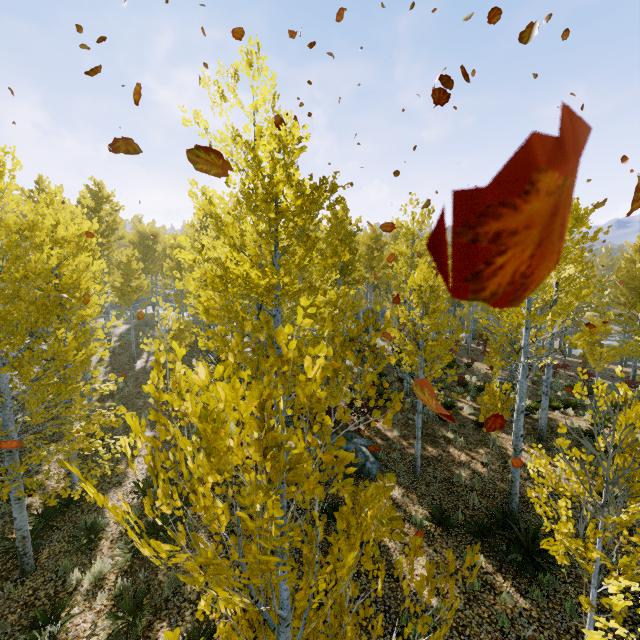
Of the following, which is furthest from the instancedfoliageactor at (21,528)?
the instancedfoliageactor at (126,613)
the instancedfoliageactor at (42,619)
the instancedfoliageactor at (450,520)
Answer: the instancedfoliageactor at (126,613)

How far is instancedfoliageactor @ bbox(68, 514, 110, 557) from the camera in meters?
8.0

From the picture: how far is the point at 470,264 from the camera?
0.3m

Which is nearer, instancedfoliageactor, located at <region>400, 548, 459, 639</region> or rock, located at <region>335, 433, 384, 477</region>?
instancedfoliageactor, located at <region>400, 548, 459, 639</region>

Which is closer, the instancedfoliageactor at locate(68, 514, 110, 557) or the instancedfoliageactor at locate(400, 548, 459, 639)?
the instancedfoliageactor at locate(400, 548, 459, 639)

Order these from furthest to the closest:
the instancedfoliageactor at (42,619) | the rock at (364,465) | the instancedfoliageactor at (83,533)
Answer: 1. the rock at (364,465)
2. the instancedfoliageactor at (83,533)
3. the instancedfoliageactor at (42,619)

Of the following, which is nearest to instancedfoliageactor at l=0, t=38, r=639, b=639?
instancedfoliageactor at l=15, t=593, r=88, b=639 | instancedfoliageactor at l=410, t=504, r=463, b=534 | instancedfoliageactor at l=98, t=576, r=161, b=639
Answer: instancedfoliageactor at l=410, t=504, r=463, b=534
